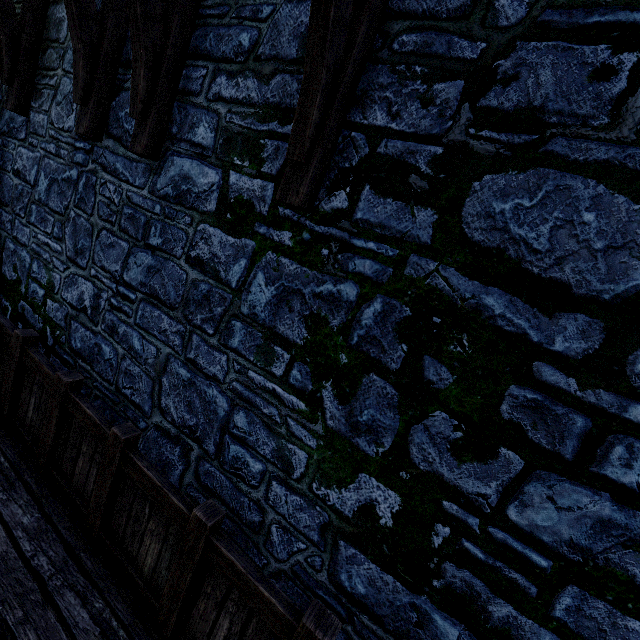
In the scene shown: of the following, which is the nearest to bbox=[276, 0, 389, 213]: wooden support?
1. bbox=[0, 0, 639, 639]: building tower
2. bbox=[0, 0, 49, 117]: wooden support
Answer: bbox=[0, 0, 639, 639]: building tower

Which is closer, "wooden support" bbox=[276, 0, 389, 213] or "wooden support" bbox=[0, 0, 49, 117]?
"wooden support" bbox=[276, 0, 389, 213]

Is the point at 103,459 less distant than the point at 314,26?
No

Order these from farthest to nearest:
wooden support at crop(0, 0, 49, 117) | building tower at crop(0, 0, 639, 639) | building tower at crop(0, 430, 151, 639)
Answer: wooden support at crop(0, 0, 49, 117)
building tower at crop(0, 430, 151, 639)
building tower at crop(0, 0, 639, 639)

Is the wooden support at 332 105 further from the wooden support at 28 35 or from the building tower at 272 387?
the wooden support at 28 35

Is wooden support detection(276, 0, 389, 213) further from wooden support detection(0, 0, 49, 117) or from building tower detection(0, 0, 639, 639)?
wooden support detection(0, 0, 49, 117)

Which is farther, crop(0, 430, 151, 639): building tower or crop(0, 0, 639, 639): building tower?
crop(0, 430, 151, 639): building tower
